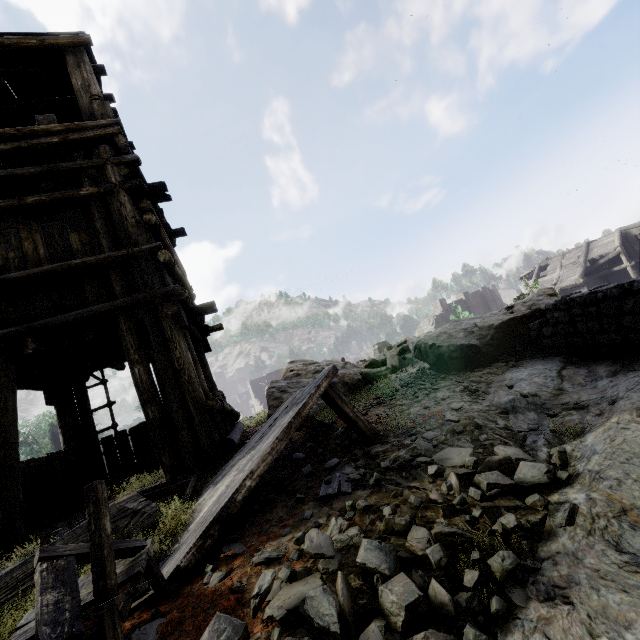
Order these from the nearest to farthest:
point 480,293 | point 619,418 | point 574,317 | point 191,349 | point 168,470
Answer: point 619,418 < point 574,317 < point 168,470 < point 191,349 < point 480,293

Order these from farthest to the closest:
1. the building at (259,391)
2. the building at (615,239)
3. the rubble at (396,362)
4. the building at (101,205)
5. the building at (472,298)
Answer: the building at (259,391), the building at (472,298), the building at (615,239), the rubble at (396,362), the building at (101,205)

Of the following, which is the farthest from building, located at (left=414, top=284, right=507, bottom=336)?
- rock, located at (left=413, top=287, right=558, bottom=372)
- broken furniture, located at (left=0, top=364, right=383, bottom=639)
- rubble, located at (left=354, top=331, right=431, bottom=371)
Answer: rubble, located at (left=354, top=331, right=431, bottom=371)

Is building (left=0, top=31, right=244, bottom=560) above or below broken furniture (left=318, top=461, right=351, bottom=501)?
above

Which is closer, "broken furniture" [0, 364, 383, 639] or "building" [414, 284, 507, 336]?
"broken furniture" [0, 364, 383, 639]

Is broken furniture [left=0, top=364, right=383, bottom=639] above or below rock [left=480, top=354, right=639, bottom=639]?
above

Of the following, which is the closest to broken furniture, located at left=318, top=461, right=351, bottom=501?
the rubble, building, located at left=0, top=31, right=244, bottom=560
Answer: building, located at left=0, top=31, right=244, bottom=560

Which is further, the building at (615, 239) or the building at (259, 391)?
the building at (259, 391)
